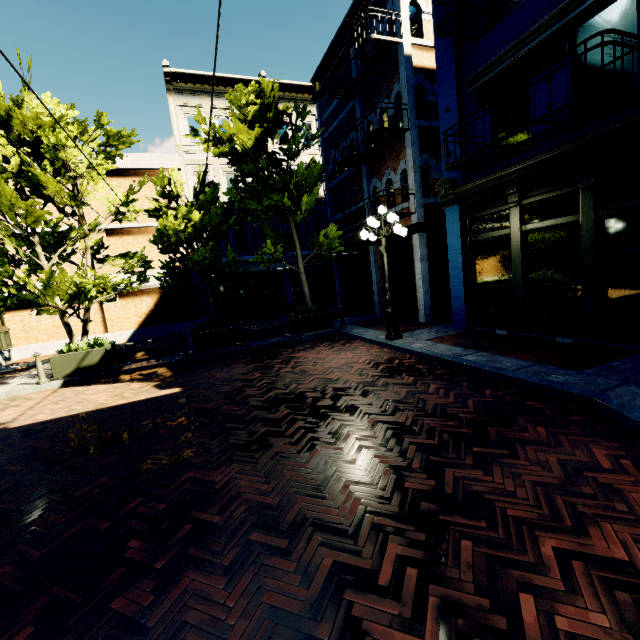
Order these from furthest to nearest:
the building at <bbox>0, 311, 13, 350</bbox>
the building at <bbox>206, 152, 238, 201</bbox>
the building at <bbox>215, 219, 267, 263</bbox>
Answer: the building at <bbox>215, 219, 267, 263</bbox> → the building at <bbox>206, 152, 238, 201</bbox> → the building at <bbox>0, 311, 13, 350</bbox>

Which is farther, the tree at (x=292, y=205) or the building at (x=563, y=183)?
the tree at (x=292, y=205)

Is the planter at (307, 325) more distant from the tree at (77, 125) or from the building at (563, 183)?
the building at (563, 183)

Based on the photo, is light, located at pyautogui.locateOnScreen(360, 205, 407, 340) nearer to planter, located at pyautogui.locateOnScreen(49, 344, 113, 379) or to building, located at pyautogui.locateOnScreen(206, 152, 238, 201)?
building, located at pyautogui.locateOnScreen(206, 152, 238, 201)

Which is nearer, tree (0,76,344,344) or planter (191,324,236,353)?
tree (0,76,344,344)

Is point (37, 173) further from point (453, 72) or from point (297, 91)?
point (297, 91)

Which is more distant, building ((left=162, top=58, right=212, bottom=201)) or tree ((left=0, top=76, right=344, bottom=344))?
building ((left=162, top=58, right=212, bottom=201))
